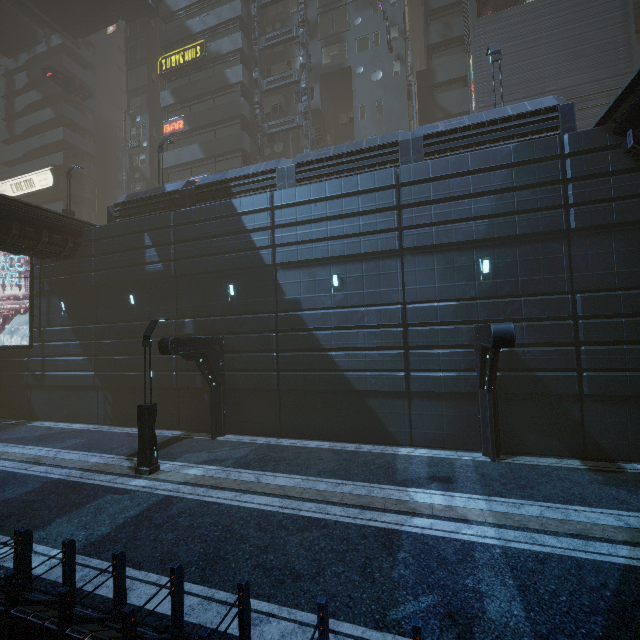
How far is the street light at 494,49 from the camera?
15.3m

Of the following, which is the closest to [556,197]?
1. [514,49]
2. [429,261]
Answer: [429,261]

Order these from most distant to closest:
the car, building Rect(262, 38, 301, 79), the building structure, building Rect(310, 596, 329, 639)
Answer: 1. the car
2. building Rect(262, 38, 301, 79)
3. the building structure
4. building Rect(310, 596, 329, 639)

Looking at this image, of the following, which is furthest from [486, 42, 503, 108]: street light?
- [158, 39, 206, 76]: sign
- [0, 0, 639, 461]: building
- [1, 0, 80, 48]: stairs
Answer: [1, 0, 80, 48]: stairs

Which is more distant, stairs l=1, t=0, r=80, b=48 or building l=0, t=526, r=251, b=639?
stairs l=1, t=0, r=80, b=48

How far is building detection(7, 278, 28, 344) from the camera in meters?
21.2

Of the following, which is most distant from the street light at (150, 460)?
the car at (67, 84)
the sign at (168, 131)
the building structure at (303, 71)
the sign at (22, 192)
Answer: the car at (67, 84)

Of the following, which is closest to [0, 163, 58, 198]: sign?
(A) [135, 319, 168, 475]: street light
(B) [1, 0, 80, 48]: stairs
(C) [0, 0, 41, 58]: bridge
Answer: (B) [1, 0, 80, 48]: stairs
